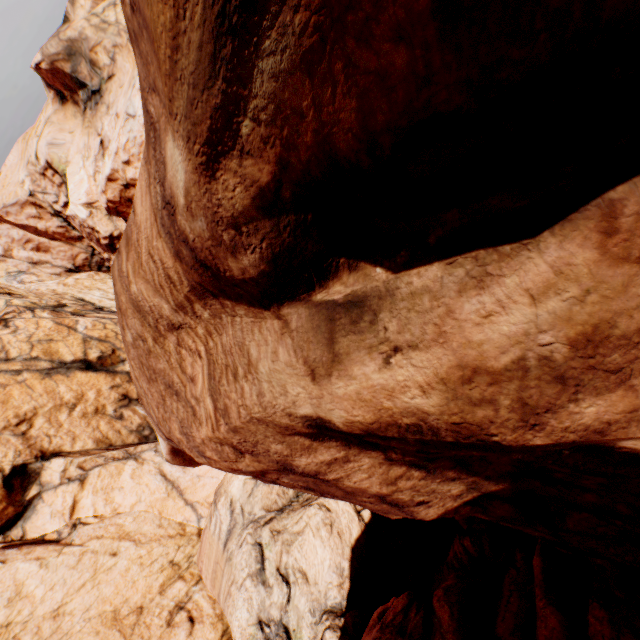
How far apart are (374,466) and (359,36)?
4.93m
